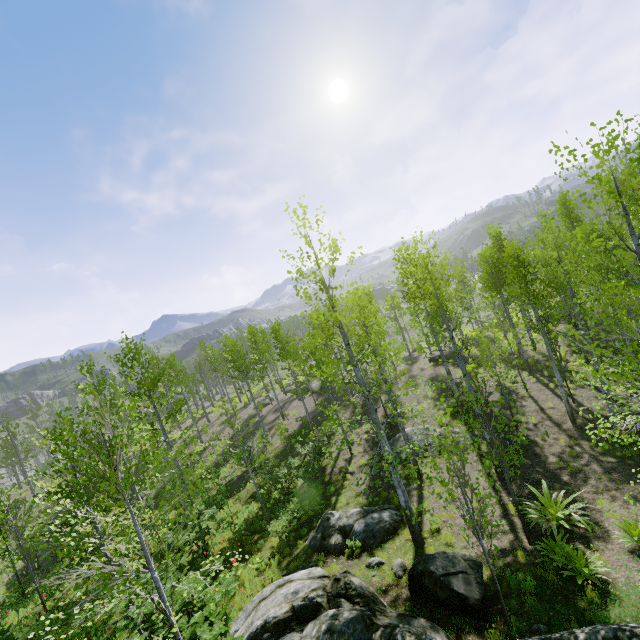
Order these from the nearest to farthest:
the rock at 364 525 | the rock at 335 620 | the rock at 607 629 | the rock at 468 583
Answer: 1. the rock at 607 629
2. the rock at 335 620
3. the rock at 468 583
4. the rock at 364 525

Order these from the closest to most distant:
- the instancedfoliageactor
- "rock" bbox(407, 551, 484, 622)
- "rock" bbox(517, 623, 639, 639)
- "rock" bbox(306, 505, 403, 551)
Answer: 1. "rock" bbox(517, 623, 639, 639)
2. "rock" bbox(407, 551, 484, 622)
3. the instancedfoliageactor
4. "rock" bbox(306, 505, 403, 551)

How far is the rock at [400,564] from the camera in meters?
8.8

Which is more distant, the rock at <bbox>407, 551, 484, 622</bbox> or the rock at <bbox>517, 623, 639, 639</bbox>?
the rock at <bbox>407, 551, 484, 622</bbox>

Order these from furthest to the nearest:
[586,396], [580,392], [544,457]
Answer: [580,392] → [586,396] → [544,457]

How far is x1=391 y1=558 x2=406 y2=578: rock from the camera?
8.8 meters
